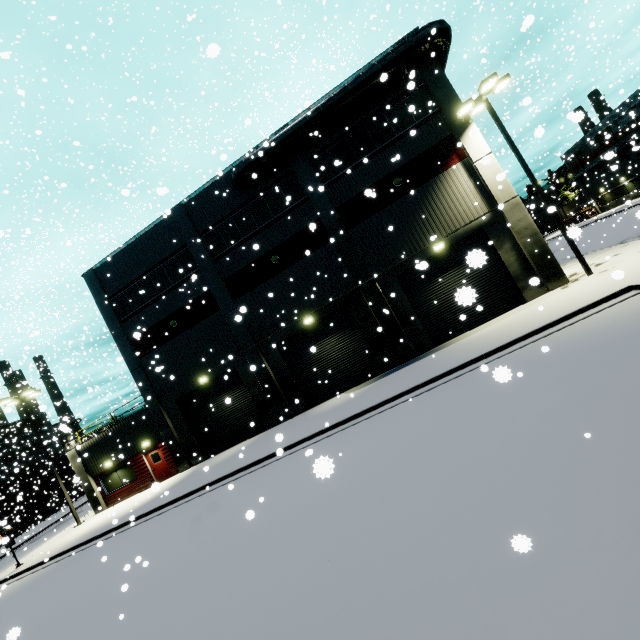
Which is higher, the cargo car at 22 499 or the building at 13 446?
the building at 13 446

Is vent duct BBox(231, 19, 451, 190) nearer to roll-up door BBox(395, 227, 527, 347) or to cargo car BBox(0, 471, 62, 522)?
roll-up door BBox(395, 227, 527, 347)

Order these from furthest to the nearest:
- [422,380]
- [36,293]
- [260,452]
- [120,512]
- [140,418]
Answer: [36,293] < [140,418] < [120,512] < [260,452] < [422,380]

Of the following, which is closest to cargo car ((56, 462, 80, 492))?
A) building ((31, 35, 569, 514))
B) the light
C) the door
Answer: building ((31, 35, 569, 514))

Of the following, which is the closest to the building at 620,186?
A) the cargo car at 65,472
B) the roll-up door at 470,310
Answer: the roll-up door at 470,310

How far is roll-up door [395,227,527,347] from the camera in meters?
16.2

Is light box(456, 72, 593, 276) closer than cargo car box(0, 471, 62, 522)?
Yes

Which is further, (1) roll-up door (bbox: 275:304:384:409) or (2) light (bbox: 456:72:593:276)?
(1) roll-up door (bbox: 275:304:384:409)
